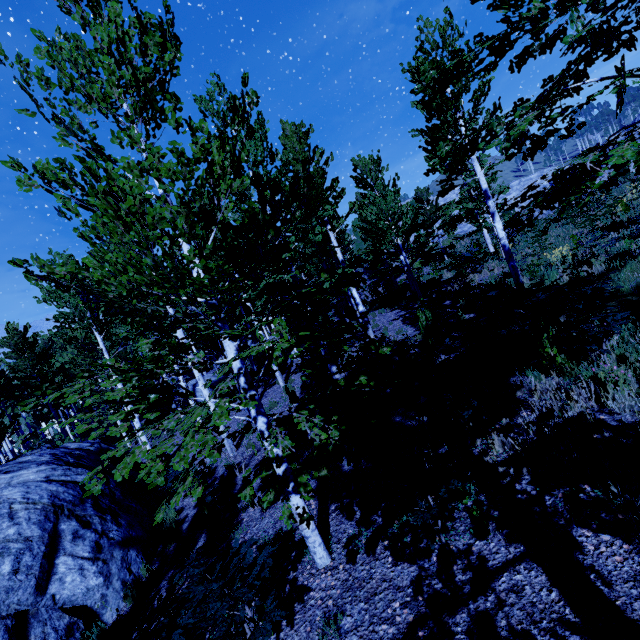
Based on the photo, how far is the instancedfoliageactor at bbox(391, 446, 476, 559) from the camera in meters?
3.3

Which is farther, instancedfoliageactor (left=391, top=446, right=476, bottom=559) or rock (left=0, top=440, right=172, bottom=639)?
rock (left=0, top=440, right=172, bottom=639)

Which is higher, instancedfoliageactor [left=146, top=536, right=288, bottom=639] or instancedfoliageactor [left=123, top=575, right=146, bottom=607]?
instancedfoliageactor [left=146, top=536, right=288, bottom=639]

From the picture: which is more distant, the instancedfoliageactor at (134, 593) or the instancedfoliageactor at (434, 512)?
the instancedfoliageactor at (134, 593)

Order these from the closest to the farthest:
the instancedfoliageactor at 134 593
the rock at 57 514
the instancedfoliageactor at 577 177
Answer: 1. the instancedfoliageactor at 577 177
2. the rock at 57 514
3. the instancedfoliageactor at 134 593

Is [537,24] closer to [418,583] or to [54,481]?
[418,583]

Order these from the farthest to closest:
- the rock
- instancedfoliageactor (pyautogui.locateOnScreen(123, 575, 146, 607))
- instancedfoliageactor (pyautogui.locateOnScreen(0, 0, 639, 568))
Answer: instancedfoliageactor (pyautogui.locateOnScreen(123, 575, 146, 607)), the rock, instancedfoliageactor (pyautogui.locateOnScreen(0, 0, 639, 568))
